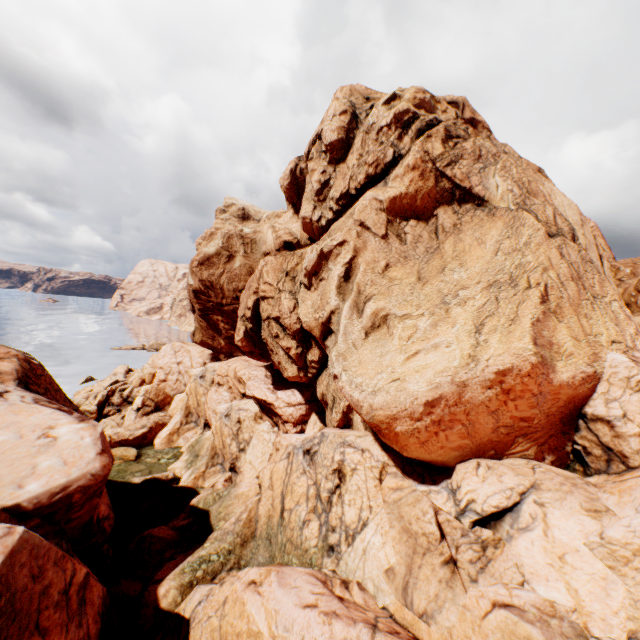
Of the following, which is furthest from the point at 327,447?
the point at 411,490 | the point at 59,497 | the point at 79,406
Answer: the point at 79,406
